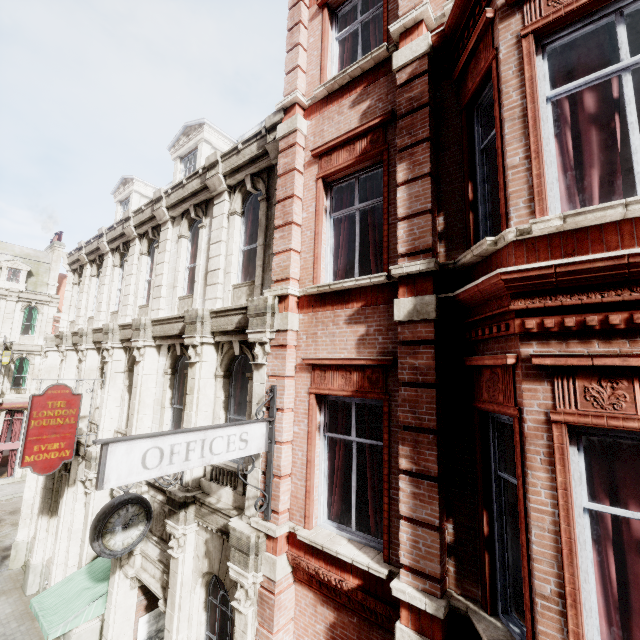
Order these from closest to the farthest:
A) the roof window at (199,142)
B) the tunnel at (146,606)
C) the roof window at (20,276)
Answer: the tunnel at (146,606) → the roof window at (199,142) → the roof window at (20,276)

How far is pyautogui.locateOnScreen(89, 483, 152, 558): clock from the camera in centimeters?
566cm

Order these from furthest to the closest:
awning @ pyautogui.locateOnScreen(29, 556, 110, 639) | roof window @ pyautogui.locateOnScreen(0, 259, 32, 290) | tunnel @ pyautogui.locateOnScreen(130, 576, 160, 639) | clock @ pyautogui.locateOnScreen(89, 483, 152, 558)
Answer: roof window @ pyautogui.locateOnScreen(0, 259, 32, 290)
tunnel @ pyautogui.locateOnScreen(130, 576, 160, 639)
awning @ pyautogui.locateOnScreen(29, 556, 110, 639)
clock @ pyautogui.locateOnScreen(89, 483, 152, 558)

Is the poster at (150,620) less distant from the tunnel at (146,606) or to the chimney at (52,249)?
the tunnel at (146,606)

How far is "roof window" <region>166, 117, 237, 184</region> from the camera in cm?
1093

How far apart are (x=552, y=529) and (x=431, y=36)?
6.4 meters

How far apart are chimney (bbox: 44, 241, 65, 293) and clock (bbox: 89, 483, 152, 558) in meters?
28.4 m

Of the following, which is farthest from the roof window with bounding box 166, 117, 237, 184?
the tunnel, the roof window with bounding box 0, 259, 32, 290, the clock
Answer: the roof window with bounding box 0, 259, 32, 290
